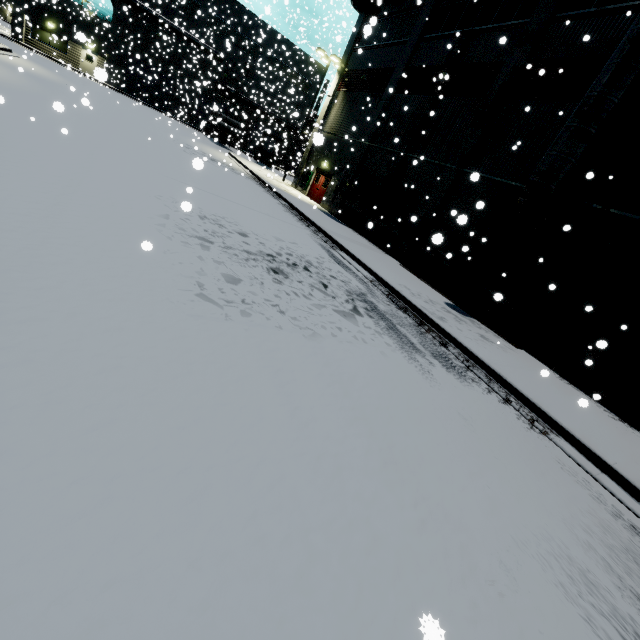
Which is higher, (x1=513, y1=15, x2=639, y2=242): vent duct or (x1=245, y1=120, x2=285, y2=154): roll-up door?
(x1=513, y1=15, x2=639, y2=242): vent duct

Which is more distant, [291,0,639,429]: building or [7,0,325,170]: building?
[7,0,325,170]: building

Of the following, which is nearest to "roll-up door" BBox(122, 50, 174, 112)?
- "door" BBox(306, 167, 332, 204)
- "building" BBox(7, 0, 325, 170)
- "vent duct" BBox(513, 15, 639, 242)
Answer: "building" BBox(7, 0, 325, 170)

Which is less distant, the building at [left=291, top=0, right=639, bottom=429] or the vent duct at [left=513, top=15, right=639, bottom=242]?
the vent duct at [left=513, top=15, right=639, bottom=242]

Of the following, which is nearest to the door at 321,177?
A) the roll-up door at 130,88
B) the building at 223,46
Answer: the building at 223,46

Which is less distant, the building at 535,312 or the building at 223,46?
the building at 535,312

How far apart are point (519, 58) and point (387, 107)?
8.0m

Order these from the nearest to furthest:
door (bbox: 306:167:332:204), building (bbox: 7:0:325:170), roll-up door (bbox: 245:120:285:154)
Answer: door (bbox: 306:167:332:204)
building (bbox: 7:0:325:170)
roll-up door (bbox: 245:120:285:154)
